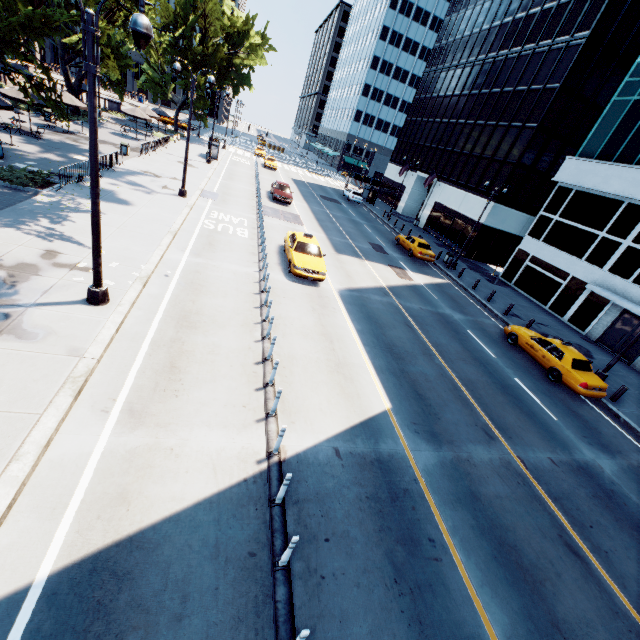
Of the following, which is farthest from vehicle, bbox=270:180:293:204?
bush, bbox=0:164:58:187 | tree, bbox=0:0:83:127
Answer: bush, bbox=0:164:58:187

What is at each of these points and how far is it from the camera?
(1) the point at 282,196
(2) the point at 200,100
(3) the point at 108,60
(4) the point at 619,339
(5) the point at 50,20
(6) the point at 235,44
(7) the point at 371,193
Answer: (1) vehicle, 29.2 meters
(2) tree, 43.5 meters
(3) tree, 30.4 meters
(4) door, 21.3 meters
(5) tree, 12.2 meters
(6) tree, 43.7 meters
(7) bus stop, 49.3 meters

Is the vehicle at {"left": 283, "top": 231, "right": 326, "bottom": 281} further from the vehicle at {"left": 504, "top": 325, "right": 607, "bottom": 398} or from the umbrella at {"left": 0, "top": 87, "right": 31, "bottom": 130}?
the umbrella at {"left": 0, "top": 87, "right": 31, "bottom": 130}

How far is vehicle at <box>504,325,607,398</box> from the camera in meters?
14.3

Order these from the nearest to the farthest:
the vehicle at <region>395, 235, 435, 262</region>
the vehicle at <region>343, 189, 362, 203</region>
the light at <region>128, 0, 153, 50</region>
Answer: the light at <region>128, 0, 153, 50</region> → the vehicle at <region>395, 235, 435, 262</region> → the vehicle at <region>343, 189, 362, 203</region>

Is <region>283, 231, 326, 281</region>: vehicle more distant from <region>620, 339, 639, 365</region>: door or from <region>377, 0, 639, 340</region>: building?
<region>377, 0, 639, 340</region>: building

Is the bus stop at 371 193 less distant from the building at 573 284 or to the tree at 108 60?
the building at 573 284

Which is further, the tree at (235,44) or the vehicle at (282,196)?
the tree at (235,44)
